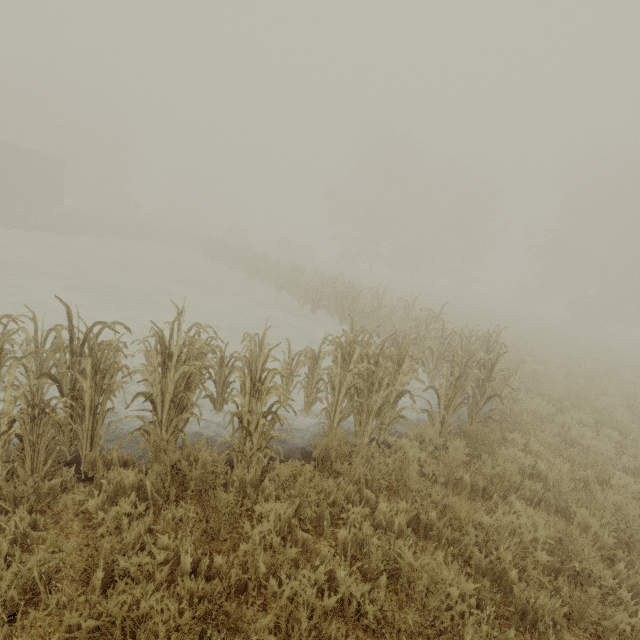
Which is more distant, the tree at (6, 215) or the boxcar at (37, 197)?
the boxcar at (37, 197)

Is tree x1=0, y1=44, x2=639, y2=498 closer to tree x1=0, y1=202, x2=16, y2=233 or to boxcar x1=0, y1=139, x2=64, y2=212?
boxcar x1=0, y1=139, x2=64, y2=212

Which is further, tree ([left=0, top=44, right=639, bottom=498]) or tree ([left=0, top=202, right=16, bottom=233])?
tree ([left=0, top=202, right=16, bottom=233])

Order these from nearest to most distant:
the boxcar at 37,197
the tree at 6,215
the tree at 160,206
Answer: the tree at 160,206, the tree at 6,215, the boxcar at 37,197

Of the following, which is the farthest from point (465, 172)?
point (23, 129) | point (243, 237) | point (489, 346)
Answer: point (23, 129)

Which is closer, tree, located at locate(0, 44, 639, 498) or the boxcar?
tree, located at locate(0, 44, 639, 498)

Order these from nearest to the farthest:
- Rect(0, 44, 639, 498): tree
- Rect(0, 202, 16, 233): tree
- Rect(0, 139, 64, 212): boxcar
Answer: Rect(0, 44, 639, 498): tree < Rect(0, 202, 16, 233): tree < Rect(0, 139, 64, 212): boxcar

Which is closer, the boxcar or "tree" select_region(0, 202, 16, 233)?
"tree" select_region(0, 202, 16, 233)
